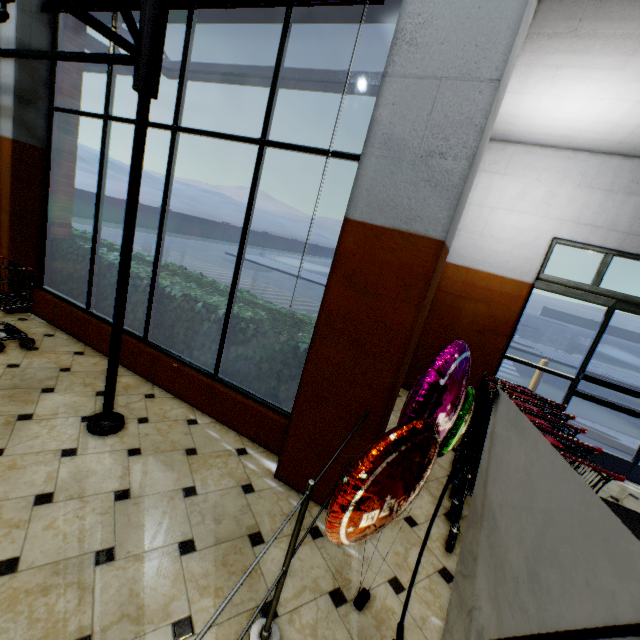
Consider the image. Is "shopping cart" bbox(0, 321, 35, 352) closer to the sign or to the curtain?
the curtain

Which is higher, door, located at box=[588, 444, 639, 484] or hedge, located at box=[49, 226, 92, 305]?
hedge, located at box=[49, 226, 92, 305]

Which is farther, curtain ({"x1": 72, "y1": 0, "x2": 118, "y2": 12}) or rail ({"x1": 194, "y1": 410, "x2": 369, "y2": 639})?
curtain ({"x1": 72, "y1": 0, "x2": 118, "y2": 12})

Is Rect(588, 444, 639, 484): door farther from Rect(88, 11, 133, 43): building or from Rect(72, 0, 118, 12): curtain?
Rect(72, 0, 118, 12): curtain

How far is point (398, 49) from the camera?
2.0m

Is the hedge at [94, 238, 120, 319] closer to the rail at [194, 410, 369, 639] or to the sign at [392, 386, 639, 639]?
the rail at [194, 410, 369, 639]

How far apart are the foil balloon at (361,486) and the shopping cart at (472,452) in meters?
0.3

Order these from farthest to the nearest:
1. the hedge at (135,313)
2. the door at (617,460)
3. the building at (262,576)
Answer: the door at (617,460) → the hedge at (135,313) → the building at (262,576)
